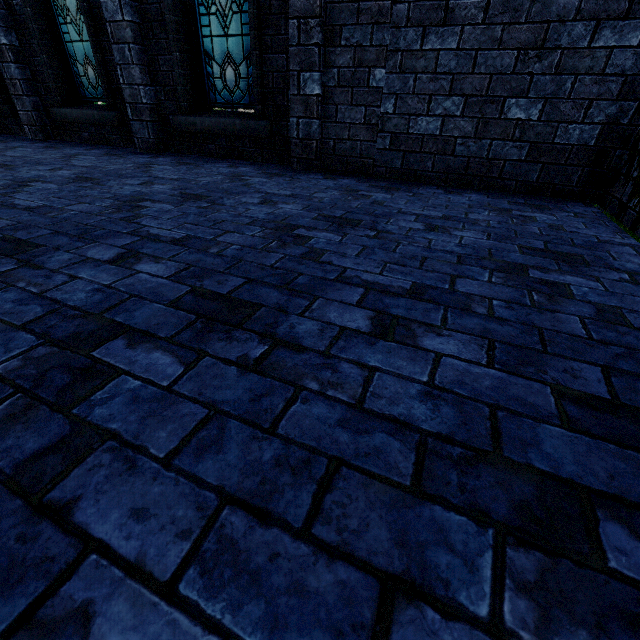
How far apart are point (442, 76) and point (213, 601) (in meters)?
4.56

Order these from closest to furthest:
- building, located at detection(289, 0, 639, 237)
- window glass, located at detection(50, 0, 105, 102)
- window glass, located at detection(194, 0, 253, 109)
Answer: building, located at detection(289, 0, 639, 237), window glass, located at detection(194, 0, 253, 109), window glass, located at detection(50, 0, 105, 102)

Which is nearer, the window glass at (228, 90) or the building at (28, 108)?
the window glass at (228, 90)

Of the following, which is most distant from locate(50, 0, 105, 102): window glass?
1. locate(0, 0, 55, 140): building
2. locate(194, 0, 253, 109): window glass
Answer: locate(194, 0, 253, 109): window glass

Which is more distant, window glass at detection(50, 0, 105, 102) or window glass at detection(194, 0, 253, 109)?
window glass at detection(50, 0, 105, 102)

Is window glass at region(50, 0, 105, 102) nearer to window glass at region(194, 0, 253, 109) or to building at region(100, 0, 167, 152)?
building at region(100, 0, 167, 152)

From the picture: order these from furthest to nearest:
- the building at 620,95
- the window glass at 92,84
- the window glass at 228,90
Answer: the window glass at 92,84, the window glass at 228,90, the building at 620,95
